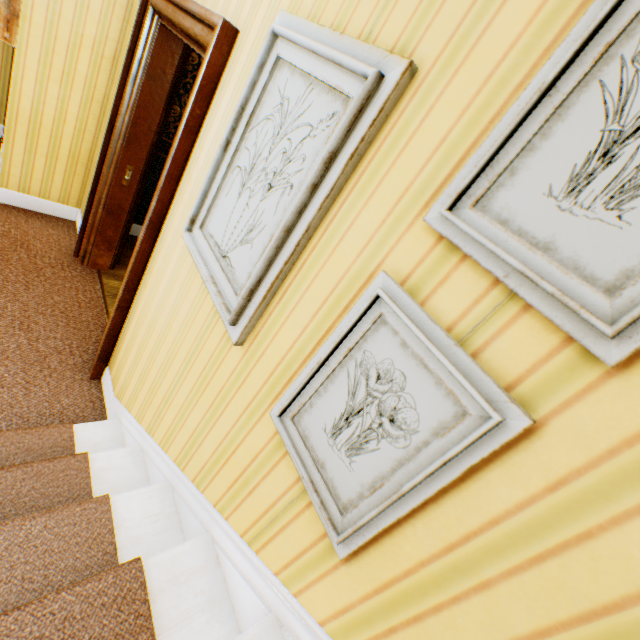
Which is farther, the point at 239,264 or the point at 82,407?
the point at 82,407

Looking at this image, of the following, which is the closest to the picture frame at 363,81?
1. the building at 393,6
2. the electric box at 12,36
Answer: the building at 393,6

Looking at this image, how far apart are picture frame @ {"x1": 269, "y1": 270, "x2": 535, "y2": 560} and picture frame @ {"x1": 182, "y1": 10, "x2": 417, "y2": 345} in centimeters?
33cm

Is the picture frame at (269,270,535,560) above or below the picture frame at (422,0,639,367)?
below

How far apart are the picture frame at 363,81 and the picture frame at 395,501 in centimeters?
33cm

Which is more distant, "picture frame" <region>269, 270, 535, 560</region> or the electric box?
the electric box

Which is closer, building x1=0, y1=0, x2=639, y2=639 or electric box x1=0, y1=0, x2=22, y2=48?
building x1=0, y1=0, x2=639, y2=639

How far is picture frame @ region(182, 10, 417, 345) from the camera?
0.9m
